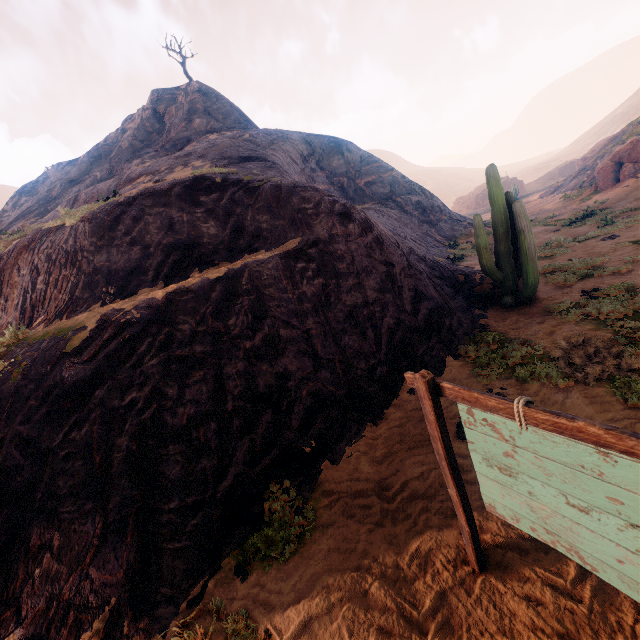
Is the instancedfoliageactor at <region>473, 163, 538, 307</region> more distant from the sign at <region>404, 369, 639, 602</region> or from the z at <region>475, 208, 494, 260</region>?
the sign at <region>404, 369, 639, 602</region>

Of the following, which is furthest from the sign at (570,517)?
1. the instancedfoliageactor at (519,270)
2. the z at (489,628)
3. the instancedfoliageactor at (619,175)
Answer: the instancedfoliageactor at (619,175)

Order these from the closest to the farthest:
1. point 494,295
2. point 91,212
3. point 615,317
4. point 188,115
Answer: point 615,317 < point 91,212 < point 494,295 < point 188,115

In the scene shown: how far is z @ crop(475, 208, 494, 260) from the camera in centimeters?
A: 1875cm

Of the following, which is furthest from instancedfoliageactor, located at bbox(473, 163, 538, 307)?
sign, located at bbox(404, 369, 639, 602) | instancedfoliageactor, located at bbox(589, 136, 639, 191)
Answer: instancedfoliageactor, located at bbox(589, 136, 639, 191)

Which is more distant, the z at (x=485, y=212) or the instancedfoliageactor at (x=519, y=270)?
the z at (x=485, y=212)

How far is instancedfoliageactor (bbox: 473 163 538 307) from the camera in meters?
8.7 m

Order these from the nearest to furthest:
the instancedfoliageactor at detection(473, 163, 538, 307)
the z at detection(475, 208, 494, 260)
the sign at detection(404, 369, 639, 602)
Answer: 1. the sign at detection(404, 369, 639, 602)
2. the instancedfoliageactor at detection(473, 163, 538, 307)
3. the z at detection(475, 208, 494, 260)
